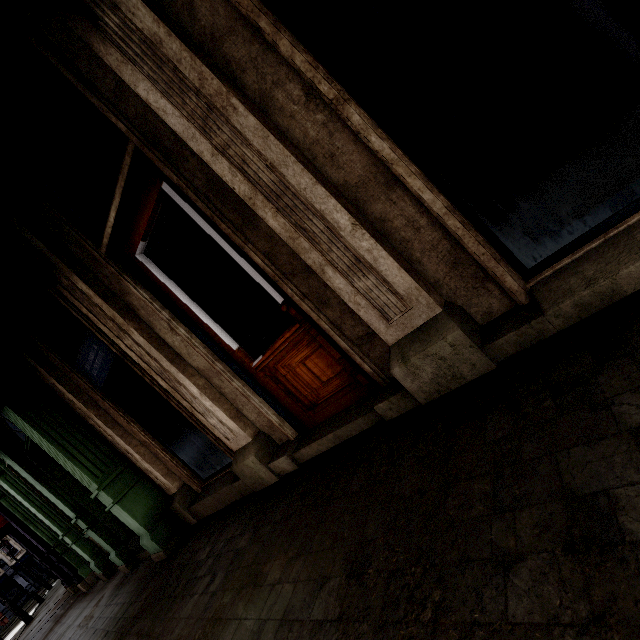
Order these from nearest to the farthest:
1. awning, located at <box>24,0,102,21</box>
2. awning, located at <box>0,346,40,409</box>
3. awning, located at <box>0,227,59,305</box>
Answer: awning, located at <box>24,0,102,21</box>
awning, located at <box>0,227,59,305</box>
awning, located at <box>0,346,40,409</box>

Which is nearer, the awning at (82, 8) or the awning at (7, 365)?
the awning at (82, 8)

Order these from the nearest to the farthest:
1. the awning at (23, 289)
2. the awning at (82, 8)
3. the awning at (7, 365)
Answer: the awning at (82, 8), the awning at (23, 289), the awning at (7, 365)

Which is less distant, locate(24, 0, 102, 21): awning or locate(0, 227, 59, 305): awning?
locate(24, 0, 102, 21): awning

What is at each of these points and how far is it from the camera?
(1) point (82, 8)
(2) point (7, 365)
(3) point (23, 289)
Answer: (1) awning, 1.8m
(2) awning, 4.7m
(3) awning, 3.1m

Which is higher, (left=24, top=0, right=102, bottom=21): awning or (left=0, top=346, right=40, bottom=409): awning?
(left=0, top=346, right=40, bottom=409): awning
